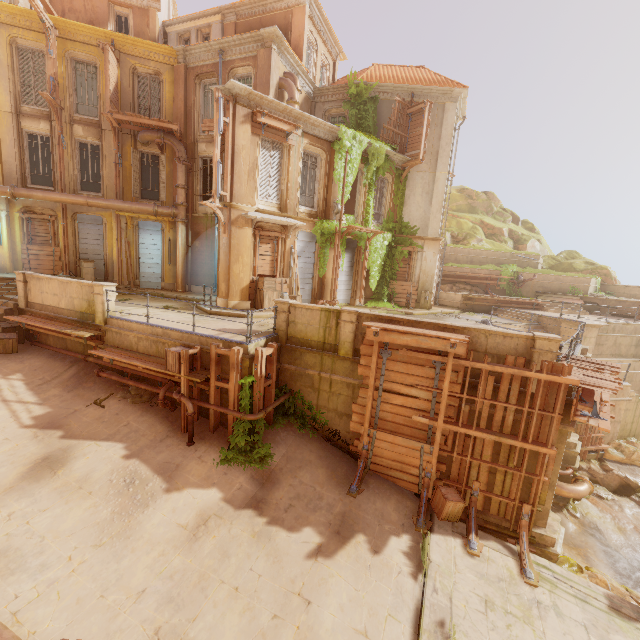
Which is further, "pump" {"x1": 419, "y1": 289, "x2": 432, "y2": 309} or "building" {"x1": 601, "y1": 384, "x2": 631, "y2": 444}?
"pump" {"x1": 419, "y1": 289, "x2": 432, "y2": 309}

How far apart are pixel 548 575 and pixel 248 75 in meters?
22.7

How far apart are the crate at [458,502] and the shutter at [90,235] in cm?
1974

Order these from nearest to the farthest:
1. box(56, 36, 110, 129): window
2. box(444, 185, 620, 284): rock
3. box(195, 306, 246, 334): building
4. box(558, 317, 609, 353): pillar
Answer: box(195, 306, 246, 334): building → box(56, 36, 110, 129): window → box(558, 317, 609, 353): pillar → box(444, 185, 620, 284): rock

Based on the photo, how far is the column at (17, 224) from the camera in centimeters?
1308cm

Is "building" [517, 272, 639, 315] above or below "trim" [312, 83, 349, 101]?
below

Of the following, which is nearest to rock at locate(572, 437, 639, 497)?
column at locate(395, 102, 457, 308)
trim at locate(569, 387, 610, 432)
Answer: trim at locate(569, 387, 610, 432)

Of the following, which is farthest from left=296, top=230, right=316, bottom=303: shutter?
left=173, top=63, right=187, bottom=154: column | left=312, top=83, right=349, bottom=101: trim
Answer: left=312, top=83, right=349, bottom=101: trim
